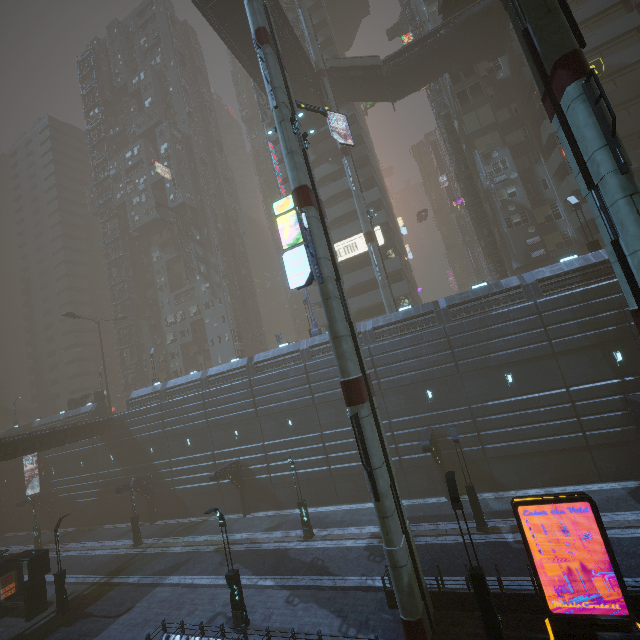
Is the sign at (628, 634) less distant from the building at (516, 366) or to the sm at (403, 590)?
the building at (516, 366)

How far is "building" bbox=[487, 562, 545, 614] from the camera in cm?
1216

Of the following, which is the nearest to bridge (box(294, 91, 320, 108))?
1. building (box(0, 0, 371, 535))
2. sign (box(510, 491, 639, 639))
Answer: building (box(0, 0, 371, 535))

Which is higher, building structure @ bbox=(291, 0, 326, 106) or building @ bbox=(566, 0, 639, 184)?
building structure @ bbox=(291, 0, 326, 106)

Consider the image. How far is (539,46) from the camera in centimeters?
1197cm

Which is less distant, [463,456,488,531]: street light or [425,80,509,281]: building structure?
[463,456,488,531]: street light

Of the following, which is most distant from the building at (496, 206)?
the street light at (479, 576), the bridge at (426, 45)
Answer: the street light at (479, 576)

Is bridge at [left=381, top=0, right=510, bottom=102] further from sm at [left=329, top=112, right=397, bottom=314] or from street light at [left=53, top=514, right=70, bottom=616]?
street light at [left=53, top=514, right=70, bottom=616]
